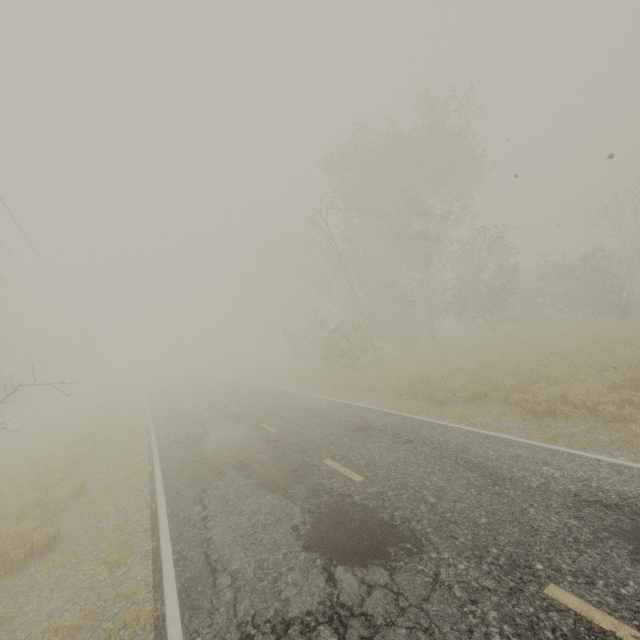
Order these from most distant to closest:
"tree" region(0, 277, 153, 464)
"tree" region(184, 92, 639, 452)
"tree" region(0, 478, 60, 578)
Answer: "tree" region(0, 277, 153, 464), "tree" region(184, 92, 639, 452), "tree" region(0, 478, 60, 578)

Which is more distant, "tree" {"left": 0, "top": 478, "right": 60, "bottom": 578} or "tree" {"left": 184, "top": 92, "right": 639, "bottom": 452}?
"tree" {"left": 184, "top": 92, "right": 639, "bottom": 452}

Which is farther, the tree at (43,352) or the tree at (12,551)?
the tree at (43,352)

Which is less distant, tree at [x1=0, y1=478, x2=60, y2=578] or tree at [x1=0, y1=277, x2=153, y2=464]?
tree at [x1=0, y1=478, x2=60, y2=578]

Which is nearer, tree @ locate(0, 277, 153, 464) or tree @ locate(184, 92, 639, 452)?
tree @ locate(184, 92, 639, 452)

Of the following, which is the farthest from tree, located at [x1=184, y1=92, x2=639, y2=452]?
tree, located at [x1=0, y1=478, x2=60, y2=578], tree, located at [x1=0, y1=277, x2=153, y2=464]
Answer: tree, located at [x1=0, y1=277, x2=153, y2=464]

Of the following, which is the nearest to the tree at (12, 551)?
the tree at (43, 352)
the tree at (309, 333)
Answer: the tree at (309, 333)

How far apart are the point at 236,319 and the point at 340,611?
49.98m
